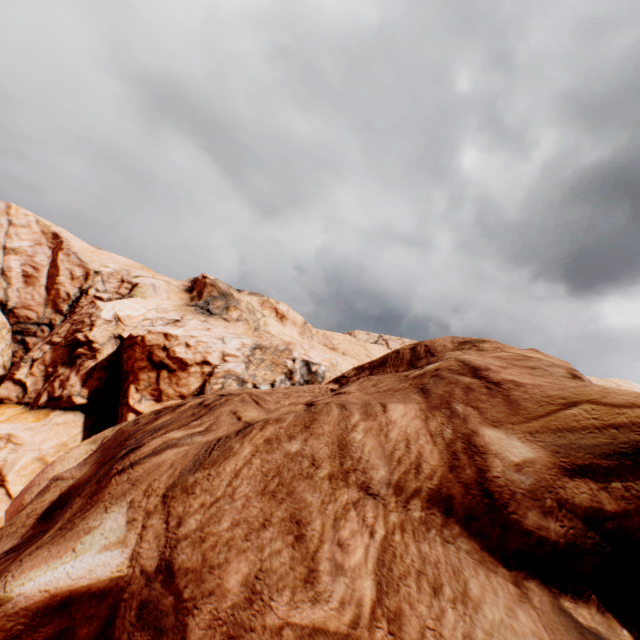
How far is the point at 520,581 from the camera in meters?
4.1 m
